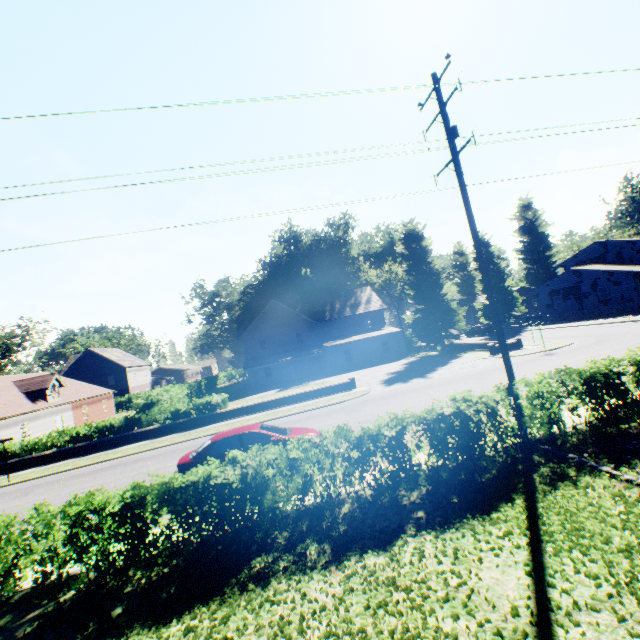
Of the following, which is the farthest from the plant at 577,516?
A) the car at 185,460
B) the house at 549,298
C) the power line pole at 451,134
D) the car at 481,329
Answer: the car at 185,460

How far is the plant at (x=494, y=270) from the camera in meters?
47.7 m

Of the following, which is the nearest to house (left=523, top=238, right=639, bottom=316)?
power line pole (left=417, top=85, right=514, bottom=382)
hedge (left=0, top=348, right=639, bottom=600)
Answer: hedge (left=0, top=348, right=639, bottom=600)

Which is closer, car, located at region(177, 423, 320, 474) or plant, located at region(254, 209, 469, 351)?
car, located at region(177, 423, 320, 474)

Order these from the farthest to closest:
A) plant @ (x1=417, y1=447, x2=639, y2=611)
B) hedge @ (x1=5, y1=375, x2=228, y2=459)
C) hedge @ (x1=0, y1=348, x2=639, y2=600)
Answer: hedge @ (x1=5, y1=375, x2=228, y2=459), hedge @ (x1=0, y1=348, x2=639, y2=600), plant @ (x1=417, y1=447, x2=639, y2=611)

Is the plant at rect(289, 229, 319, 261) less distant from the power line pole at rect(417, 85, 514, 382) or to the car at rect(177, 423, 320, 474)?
the power line pole at rect(417, 85, 514, 382)

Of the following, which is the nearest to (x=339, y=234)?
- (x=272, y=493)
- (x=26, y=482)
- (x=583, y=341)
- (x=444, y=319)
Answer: (x=444, y=319)

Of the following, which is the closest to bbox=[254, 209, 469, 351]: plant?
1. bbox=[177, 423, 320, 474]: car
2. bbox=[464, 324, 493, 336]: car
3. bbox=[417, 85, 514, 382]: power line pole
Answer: bbox=[464, 324, 493, 336]: car
